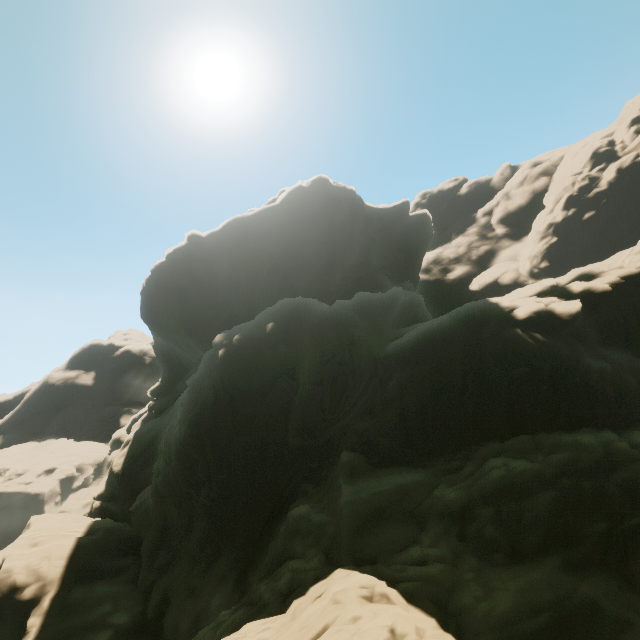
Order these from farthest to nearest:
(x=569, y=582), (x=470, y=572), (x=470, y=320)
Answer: (x=470, y=320), (x=470, y=572), (x=569, y=582)
